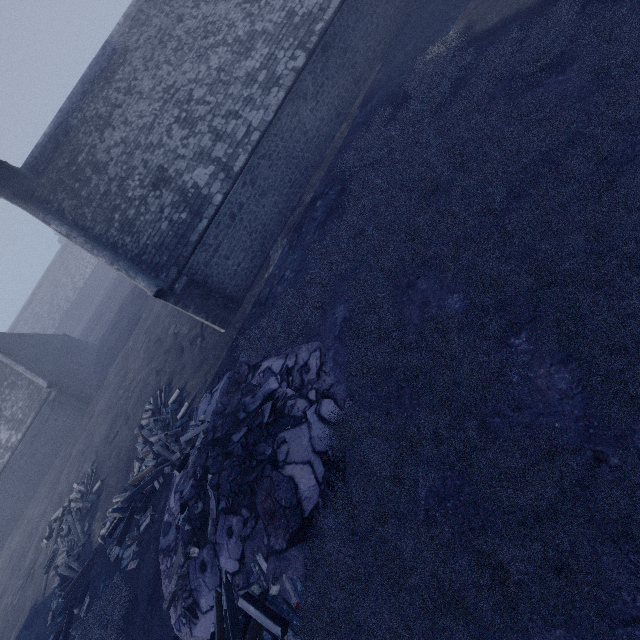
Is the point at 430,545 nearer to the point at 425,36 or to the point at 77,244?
the point at 77,244

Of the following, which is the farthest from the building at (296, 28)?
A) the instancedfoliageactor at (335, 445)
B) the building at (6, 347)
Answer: the building at (6, 347)

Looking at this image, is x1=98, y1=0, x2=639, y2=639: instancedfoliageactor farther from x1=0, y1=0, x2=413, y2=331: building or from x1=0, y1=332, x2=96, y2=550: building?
x1=0, y1=332, x2=96, y2=550: building

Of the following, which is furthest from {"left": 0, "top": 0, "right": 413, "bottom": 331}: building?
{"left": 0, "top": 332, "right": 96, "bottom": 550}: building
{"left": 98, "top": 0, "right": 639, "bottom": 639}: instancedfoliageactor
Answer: {"left": 0, "top": 332, "right": 96, "bottom": 550}: building

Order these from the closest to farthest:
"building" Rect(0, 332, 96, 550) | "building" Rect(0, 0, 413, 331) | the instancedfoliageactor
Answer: the instancedfoliageactor, "building" Rect(0, 0, 413, 331), "building" Rect(0, 332, 96, 550)

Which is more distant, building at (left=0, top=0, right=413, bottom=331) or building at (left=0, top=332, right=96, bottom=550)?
building at (left=0, top=332, right=96, bottom=550)
